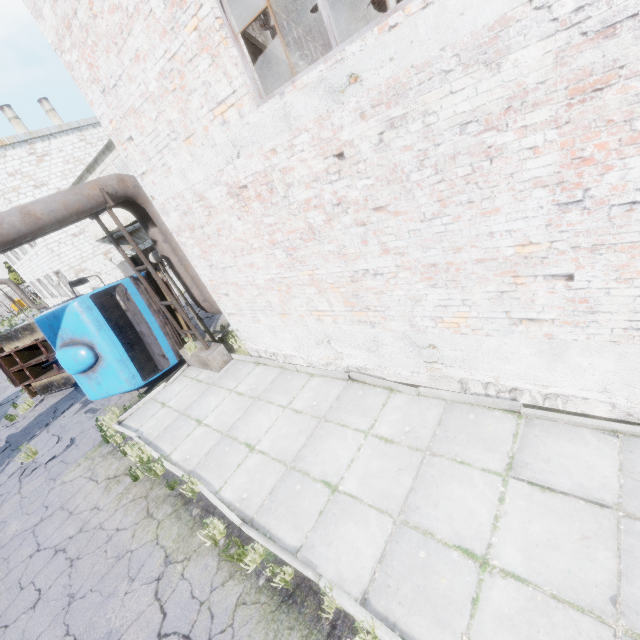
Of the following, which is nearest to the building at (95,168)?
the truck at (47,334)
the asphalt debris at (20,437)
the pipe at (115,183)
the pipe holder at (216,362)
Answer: the pipe at (115,183)

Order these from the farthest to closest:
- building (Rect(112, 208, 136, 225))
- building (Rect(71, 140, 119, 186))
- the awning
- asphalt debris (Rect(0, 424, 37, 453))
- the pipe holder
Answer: the awning → building (Rect(112, 208, 136, 225)) → building (Rect(71, 140, 119, 186)) → asphalt debris (Rect(0, 424, 37, 453)) → the pipe holder

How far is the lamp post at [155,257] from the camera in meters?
8.5

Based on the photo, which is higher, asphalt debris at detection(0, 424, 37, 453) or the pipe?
the pipe

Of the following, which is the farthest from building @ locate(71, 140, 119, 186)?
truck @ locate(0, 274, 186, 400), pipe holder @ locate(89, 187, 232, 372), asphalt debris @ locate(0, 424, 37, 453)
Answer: asphalt debris @ locate(0, 424, 37, 453)

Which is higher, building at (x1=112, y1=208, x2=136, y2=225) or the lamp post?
building at (x1=112, y1=208, x2=136, y2=225)

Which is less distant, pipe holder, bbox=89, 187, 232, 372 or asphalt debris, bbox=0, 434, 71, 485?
pipe holder, bbox=89, 187, 232, 372

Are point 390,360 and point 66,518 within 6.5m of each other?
no
